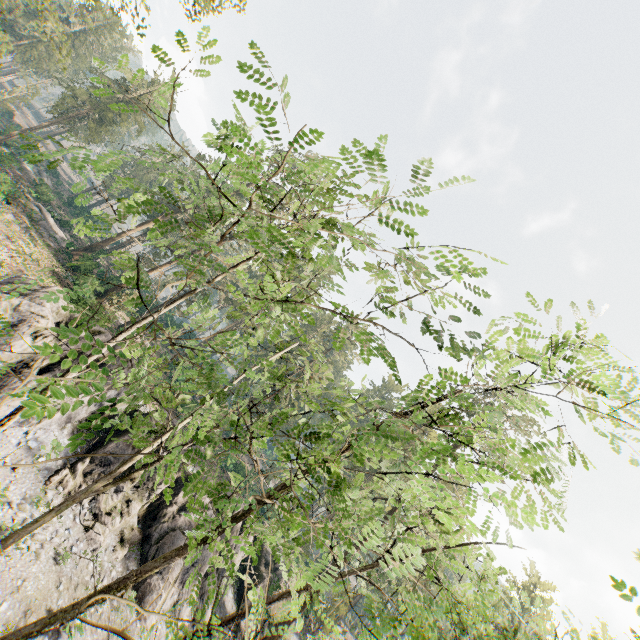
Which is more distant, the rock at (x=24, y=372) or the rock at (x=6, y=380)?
the rock at (x=24, y=372)

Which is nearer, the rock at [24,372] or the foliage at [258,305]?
the foliage at [258,305]

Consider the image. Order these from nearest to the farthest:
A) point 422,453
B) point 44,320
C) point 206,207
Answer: point 422,453 → point 44,320 → point 206,207

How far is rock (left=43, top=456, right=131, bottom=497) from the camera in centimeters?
1758cm

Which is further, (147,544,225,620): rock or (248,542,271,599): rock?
(248,542,271,599): rock

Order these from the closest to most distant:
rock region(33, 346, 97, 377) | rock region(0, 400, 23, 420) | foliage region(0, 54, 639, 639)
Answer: foliage region(0, 54, 639, 639), rock region(0, 400, 23, 420), rock region(33, 346, 97, 377)
